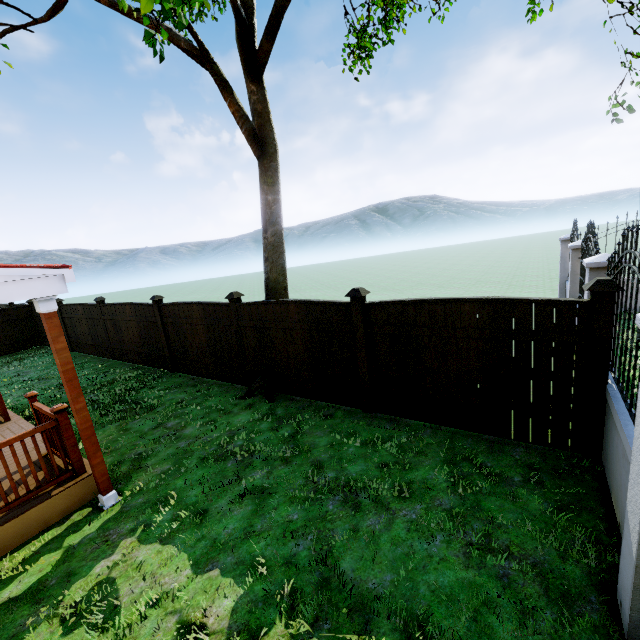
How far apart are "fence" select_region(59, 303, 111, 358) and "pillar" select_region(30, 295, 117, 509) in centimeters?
834cm

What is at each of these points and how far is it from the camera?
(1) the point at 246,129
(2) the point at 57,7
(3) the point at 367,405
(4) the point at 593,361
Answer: (1) tree, 6.3 meters
(2) tree, 5.6 meters
(3) fence post, 5.7 meters
(4) fence post, 3.8 meters

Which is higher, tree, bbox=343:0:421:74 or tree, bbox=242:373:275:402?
tree, bbox=343:0:421:74

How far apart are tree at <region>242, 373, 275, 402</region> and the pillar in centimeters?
290cm

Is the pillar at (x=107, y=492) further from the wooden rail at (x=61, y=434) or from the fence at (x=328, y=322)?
the fence at (x=328, y=322)

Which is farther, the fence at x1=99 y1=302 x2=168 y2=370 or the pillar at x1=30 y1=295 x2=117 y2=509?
the fence at x1=99 y1=302 x2=168 y2=370

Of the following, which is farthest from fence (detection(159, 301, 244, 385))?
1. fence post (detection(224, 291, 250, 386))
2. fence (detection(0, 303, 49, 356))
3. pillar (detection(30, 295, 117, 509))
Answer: fence (detection(0, 303, 49, 356))

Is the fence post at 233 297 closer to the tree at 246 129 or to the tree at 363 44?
the tree at 246 129
